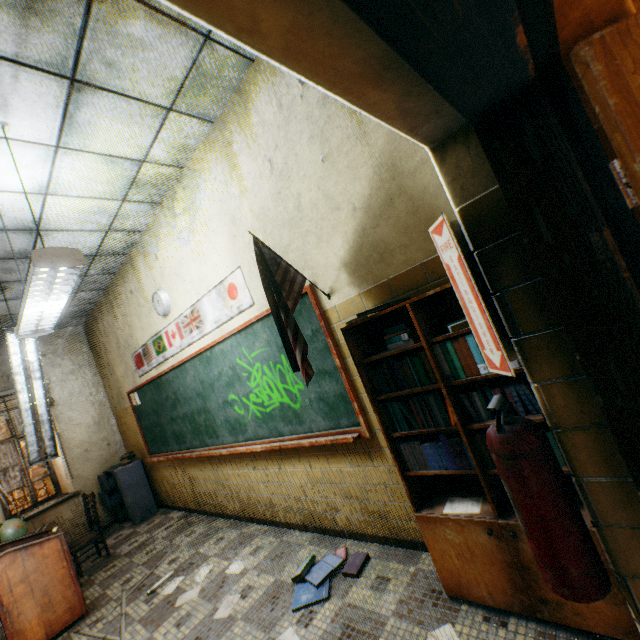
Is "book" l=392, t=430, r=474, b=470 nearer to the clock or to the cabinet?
the clock

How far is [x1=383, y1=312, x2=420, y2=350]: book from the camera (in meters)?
1.88

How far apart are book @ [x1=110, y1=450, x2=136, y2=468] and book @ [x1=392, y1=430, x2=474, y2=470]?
5.8 meters

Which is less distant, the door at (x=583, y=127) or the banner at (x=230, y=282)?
the door at (x=583, y=127)

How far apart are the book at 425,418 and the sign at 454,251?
0.42m

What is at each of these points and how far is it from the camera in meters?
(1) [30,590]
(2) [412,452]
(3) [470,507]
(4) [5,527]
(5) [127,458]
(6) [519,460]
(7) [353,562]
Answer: (1) podium, 3.2 m
(2) book, 2.0 m
(3) paper, 1.8 m
(4) globe, 3.9 m
(5) book, 5.8 m
(6) fire extinguisher, 1.0 m
(7) book, 2.6 m

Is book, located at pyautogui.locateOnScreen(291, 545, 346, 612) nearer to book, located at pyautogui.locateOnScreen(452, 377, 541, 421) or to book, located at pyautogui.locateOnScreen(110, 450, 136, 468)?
book, located at pyautogui.locateOnScreen(452, 377, 541, 421)
